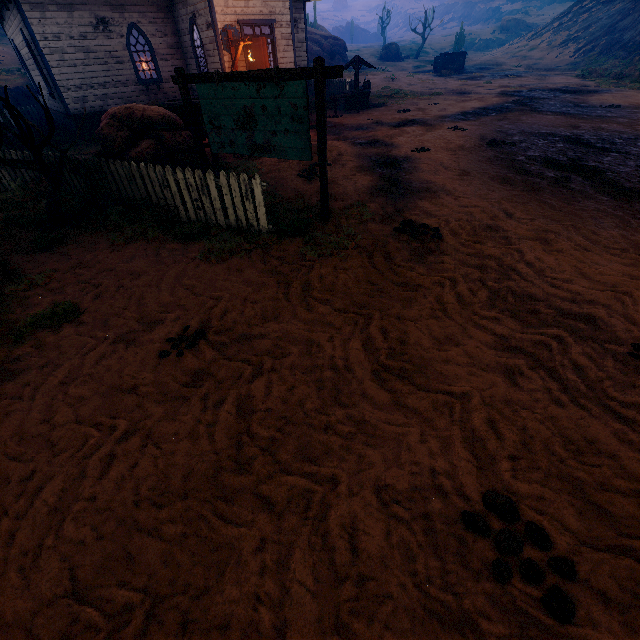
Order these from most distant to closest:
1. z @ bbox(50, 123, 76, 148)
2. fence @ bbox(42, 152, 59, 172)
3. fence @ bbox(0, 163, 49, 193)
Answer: z @ bbox(50, 123, 76, 148) → fence @ bbox(0, 163, 49, 193) → fence @ bbox(42, 152, 59, 172)

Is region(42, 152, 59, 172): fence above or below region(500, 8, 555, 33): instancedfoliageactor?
below

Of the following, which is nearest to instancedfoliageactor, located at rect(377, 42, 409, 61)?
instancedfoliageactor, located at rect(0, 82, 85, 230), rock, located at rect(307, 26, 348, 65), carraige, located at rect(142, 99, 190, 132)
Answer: rock, located at rect(307, 26, 348, 65)

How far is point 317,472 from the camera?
2.40m

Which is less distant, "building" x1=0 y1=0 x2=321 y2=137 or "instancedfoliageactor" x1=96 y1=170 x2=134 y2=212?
"instancedfoliageactor" x1=96 y1=170 x2=134 y2=212

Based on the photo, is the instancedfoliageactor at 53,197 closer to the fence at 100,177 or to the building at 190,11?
the fence at 100,177

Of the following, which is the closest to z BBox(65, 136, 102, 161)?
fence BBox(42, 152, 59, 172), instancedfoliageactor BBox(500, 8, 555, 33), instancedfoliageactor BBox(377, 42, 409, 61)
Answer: fence BBox(42, 152, 59, 172)

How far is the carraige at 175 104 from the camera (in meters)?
8.44
